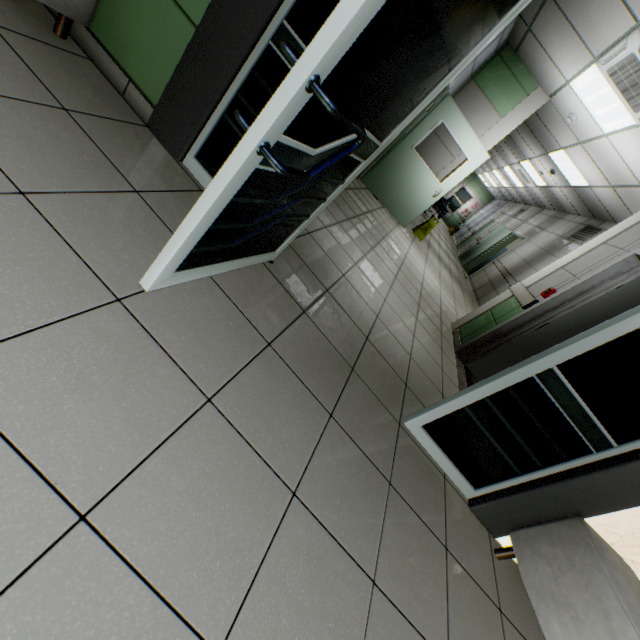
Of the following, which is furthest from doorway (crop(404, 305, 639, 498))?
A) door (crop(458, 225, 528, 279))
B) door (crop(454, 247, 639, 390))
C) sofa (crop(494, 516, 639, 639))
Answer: door (crop(458, 225, 528, 279))

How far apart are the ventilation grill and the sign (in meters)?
3.21

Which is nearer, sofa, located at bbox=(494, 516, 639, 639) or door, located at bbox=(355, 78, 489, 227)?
sofa, located at bbox=(494, 516, 639, 639)

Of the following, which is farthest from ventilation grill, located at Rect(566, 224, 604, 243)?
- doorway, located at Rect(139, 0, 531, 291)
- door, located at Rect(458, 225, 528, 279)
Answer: doorway, located at Rect(139, 0, 531, 291)

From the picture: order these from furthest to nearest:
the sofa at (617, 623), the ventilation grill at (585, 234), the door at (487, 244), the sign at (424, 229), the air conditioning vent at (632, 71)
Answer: the door at (487, 244), the sign at (424, 229), the ventilation grill at (585, 234), the air conditioning vent at (632, 71), the sofa at (617, 623)

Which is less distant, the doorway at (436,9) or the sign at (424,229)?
the doorway at (436,9)

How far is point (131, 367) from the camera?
1.08m

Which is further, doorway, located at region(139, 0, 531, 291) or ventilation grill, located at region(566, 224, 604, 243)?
ventilation grill, located at region(566, 224, 604, 243)
